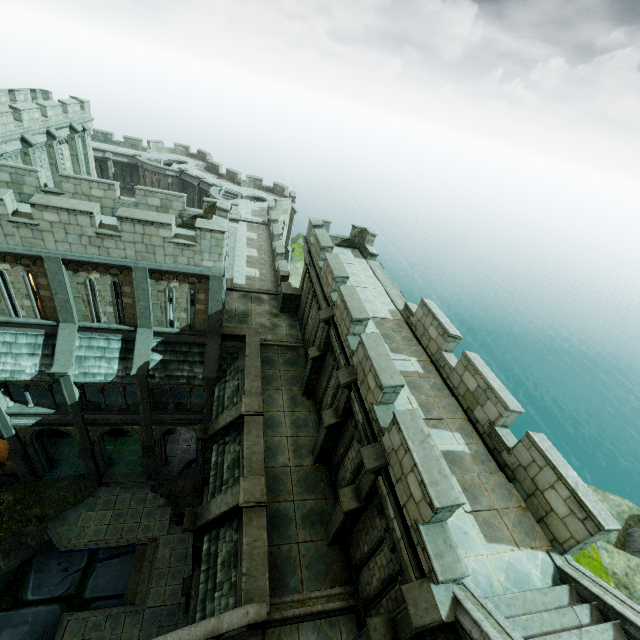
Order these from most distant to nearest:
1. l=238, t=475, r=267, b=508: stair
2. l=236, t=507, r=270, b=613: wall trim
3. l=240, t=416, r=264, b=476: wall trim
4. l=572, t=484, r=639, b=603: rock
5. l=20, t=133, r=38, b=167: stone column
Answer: Result:
l=20, t=133, r=38, b=167: stone column
l=240, t=416, r=264, b=476: wall trim
l=238, t=475, r=267, b=508: stair
l=236, t=507, r=270, b=613: wall trim
l=572, t=484, r=639, b=603: rock

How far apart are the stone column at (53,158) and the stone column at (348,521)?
29.4m

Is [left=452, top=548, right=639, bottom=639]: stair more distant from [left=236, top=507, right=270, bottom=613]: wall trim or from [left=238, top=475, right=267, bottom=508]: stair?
[left=238, top=475, right=267, bottom=508]: stair

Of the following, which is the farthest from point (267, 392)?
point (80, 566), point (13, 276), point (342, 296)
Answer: point (80, 566)

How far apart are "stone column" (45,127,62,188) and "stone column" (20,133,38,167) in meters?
2.5 m

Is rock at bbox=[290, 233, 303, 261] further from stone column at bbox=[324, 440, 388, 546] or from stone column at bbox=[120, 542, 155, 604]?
stone column at bbox=[324, 440, 388, 546]

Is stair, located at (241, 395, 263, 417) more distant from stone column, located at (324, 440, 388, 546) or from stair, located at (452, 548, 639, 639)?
stair, located at (452, 548, 639, 639)

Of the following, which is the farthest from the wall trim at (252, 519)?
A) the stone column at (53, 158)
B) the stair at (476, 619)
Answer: the stone column at (53, 158)
